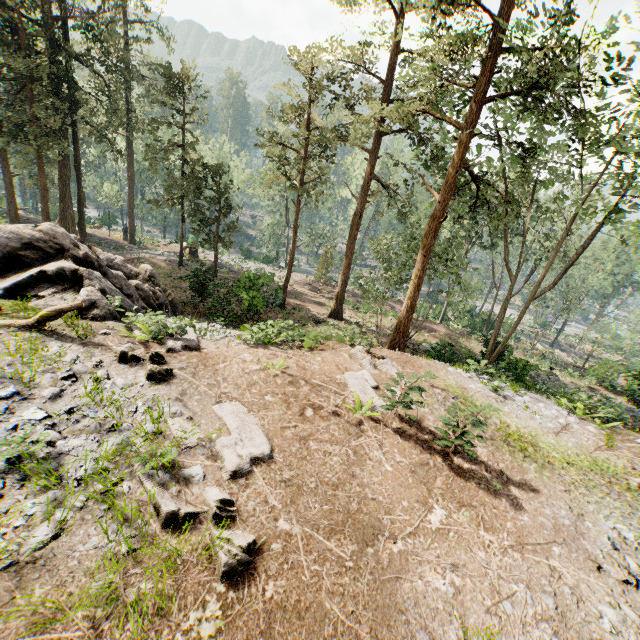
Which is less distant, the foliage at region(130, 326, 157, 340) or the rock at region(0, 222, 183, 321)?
the foliage at region(130, 326, 157, 340)

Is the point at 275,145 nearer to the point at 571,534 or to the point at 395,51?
the point at 395,51

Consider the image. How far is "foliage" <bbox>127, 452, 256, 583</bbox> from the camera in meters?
4.5

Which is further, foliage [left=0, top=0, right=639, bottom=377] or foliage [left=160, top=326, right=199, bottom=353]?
foliage [left=0, top=0, right=639, bottom=377]

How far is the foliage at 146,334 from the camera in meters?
9.6 m

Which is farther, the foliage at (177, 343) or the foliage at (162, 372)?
the foliage at (177, 343)
